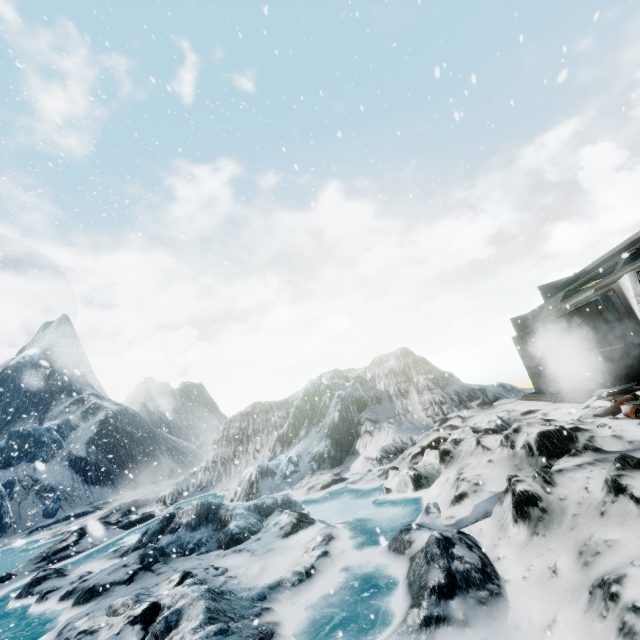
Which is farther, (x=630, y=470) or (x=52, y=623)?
(x=52, y=623)
